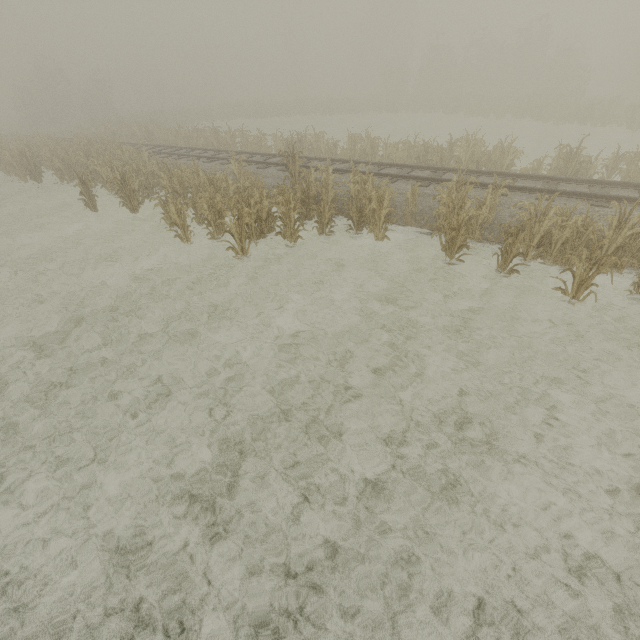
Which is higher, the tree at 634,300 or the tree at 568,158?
the tree at 568,158

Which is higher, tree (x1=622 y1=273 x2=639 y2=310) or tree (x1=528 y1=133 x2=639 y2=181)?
tree (x1=528 y1=133 x2=639 y2=181)

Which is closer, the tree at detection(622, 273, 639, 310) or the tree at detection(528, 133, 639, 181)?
the tree at detection(622, 273, 639, 310)

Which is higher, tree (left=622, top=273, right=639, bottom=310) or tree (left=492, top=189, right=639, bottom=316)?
tree (left=492, top=189, right=639, bottom=316)

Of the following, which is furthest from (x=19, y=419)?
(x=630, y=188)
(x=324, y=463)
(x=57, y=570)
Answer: (x=630, y=188)

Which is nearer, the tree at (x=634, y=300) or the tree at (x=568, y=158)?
the tree at (x=634, y=300)
